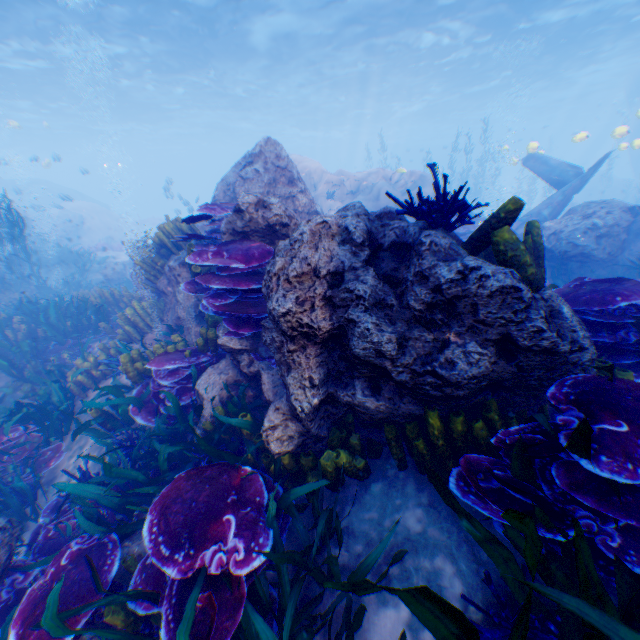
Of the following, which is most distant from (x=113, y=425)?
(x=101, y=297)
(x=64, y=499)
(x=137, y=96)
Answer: (x=137, y=96)

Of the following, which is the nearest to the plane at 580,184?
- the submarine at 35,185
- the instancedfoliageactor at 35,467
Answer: the instancedfoliageactor at 35,467

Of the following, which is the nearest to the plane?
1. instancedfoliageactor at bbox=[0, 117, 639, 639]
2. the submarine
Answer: instancedfoliageactor at bbox=[0, 117, 639, 639]

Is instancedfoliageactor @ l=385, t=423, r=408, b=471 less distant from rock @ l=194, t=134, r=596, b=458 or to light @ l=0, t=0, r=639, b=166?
rock @ l=194, t=134, r=596, b=458

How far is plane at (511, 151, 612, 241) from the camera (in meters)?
11.62

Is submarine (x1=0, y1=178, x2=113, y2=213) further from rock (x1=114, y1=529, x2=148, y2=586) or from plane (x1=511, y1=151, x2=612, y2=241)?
plane (x1=511, y1=151, x2=612, y2=241)

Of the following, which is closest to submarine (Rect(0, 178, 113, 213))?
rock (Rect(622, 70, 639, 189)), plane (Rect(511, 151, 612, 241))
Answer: rock (Rect(622, 70, 639, 189))

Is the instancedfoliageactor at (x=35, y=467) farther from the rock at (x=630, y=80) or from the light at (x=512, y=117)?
the light at (x=512, y=117)
